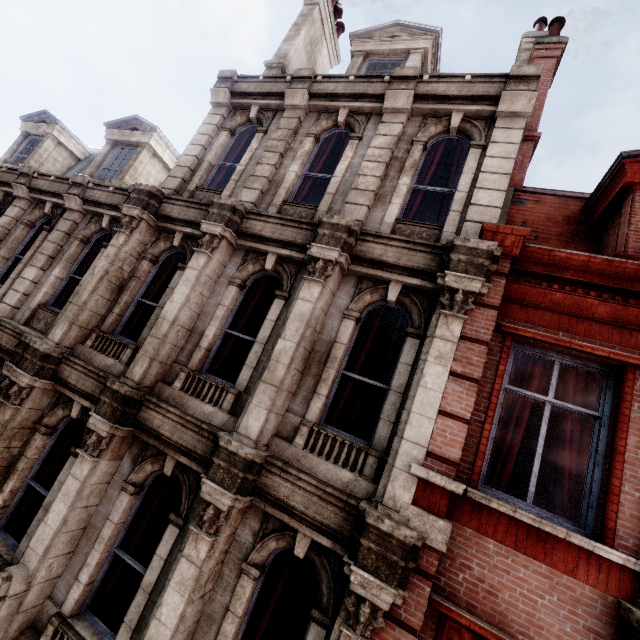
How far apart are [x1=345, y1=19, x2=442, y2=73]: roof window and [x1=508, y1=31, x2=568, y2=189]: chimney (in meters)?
2.34

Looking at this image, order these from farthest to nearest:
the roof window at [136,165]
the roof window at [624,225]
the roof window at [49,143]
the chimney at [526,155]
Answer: the roof window at [49,143], the roof window at [136,165], the chimney at [526,155], the roof window at [624,225]

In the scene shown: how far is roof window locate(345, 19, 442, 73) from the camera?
8.39m

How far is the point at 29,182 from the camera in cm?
930

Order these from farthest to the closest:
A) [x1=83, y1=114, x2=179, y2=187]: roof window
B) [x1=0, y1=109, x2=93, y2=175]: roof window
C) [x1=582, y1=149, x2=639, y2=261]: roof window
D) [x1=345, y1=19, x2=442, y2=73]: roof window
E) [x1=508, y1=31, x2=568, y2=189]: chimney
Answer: [x1=0, y1=109, x2=93, y2=175]: roof window, [x1=83, y1=114, x2=179, y2=187]: roof window, [x1=345, y1=19, x2=442, y2=73]: roof window, [x1=508, y1=31, x2=568, y2=189]: chimney, [x1=582, y1=149, x2=639, y2=261]: roof window

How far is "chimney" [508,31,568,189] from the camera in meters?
7.9 m

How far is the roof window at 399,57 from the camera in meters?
8.4

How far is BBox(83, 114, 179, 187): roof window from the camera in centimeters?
992cm
